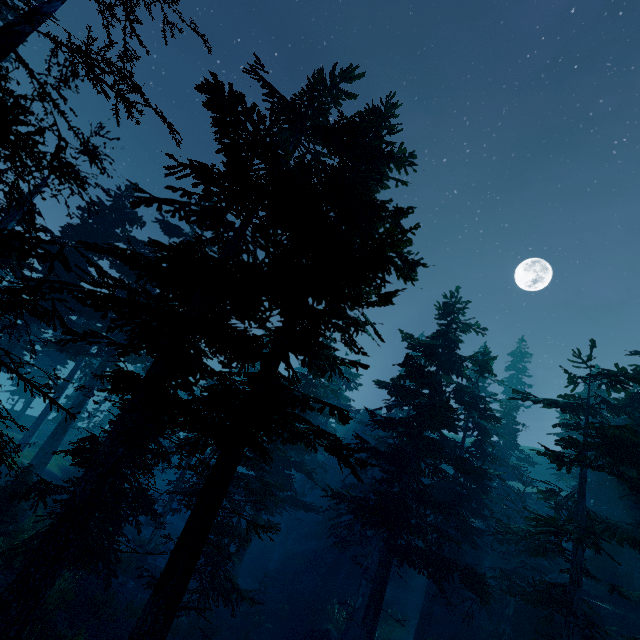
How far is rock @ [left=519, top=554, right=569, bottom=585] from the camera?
22.56m

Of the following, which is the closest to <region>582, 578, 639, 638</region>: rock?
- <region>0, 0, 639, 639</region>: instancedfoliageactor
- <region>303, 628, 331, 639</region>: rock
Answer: <region>0, 0, 639, 639</region>: instancedfoliageactor

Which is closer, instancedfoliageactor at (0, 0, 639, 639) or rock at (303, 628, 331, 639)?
instancedfoliageactor at (0, 0, 639, 639)

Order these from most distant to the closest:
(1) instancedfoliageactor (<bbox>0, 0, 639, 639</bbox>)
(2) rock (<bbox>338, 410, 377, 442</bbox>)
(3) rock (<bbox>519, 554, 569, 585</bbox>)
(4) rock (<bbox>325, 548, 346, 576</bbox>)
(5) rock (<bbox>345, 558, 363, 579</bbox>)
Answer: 1. (2) rock (<bbox>338, 410, 377, 442</bbox>)
2. (4) rock (<bbox>325, 548, 346, 576</bbox>)
3. (5) rock (<bbox>345, 558, 363, 579</bbox>)
4. (3) rock (<bbox>519, 554, 569, 585</bbox>)
5. (1) instancedfoliageactor (<bbox>0, 0, 639, 639</bbox>)

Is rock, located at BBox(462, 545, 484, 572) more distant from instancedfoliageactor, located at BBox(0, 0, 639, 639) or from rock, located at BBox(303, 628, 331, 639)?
rock, located at BBox(303, 628, 331, 639)

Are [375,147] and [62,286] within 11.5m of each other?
no

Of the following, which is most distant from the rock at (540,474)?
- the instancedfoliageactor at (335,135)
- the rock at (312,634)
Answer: the rock at (312,634)

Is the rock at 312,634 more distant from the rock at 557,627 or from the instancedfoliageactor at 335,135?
the rock at 557,627
